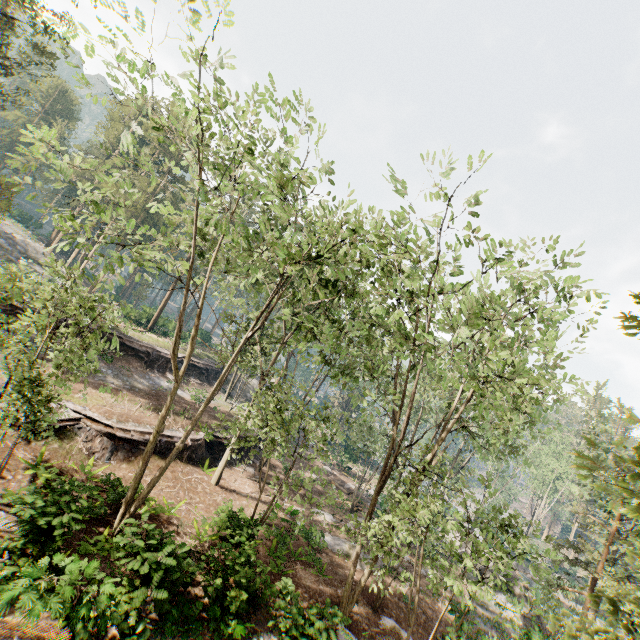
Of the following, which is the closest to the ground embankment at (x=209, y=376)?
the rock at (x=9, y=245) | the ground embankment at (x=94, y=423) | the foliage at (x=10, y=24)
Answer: the foliage at (x=10, y=24)

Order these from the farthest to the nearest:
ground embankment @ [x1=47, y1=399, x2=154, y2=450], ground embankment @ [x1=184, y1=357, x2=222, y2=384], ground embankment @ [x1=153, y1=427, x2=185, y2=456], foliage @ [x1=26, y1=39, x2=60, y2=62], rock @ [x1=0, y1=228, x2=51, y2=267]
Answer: rock @ [x1=0, y1=228, x2=51, y2=267]
ground embankment @ [x1=184, y1=357, x2=222, y2=384]
foliage @ [x1=26, y1=39, x2=60, y2=62]
ground embankment @ [x1=153, y1=427, x2=185, y2=456]
ground embankment @ [x1=47, y1=399, x2=154, y2=450]

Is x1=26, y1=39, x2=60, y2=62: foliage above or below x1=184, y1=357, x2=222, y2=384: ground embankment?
above

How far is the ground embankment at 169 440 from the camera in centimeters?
2056cm

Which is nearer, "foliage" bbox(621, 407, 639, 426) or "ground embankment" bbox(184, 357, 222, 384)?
"foliage" bbox(621, 407, 639, 426)

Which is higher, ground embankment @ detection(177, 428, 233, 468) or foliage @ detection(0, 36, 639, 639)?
foliage @ detection(0, 36, 639, 639)

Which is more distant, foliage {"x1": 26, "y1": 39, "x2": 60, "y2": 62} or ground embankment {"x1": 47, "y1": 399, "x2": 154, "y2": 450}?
foliage {"x1": 26, "y1": 39, "x2": 60, "y2": 62}

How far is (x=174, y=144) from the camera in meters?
10.6
